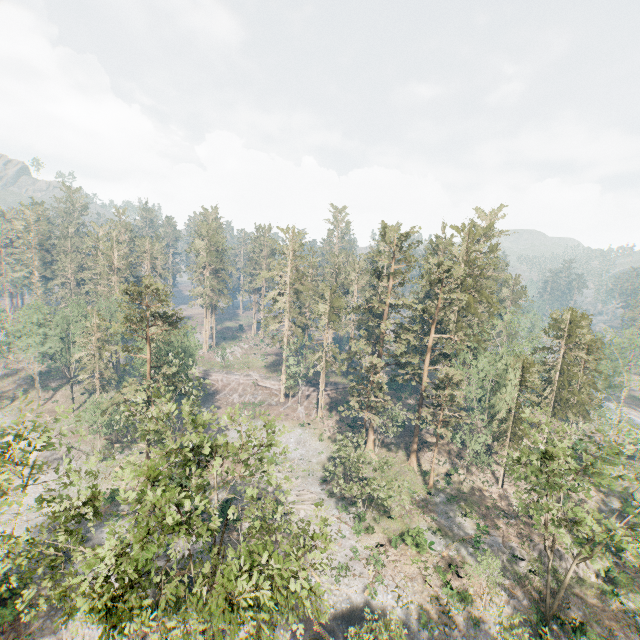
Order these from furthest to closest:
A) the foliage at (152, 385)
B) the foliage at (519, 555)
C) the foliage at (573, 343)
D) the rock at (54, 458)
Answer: the rock at (54, 458) < the foliage at (519, 555) < the foliage at (573, 343) < the foliage at (152, 385)

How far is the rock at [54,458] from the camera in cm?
4138

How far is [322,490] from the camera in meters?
42.6

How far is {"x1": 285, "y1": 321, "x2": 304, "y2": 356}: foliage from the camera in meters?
57.6 m

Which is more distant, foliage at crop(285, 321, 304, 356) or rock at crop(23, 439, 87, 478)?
foliage at crop(285, 321, 304, 356)

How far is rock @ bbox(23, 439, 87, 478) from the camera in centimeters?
4138cm
